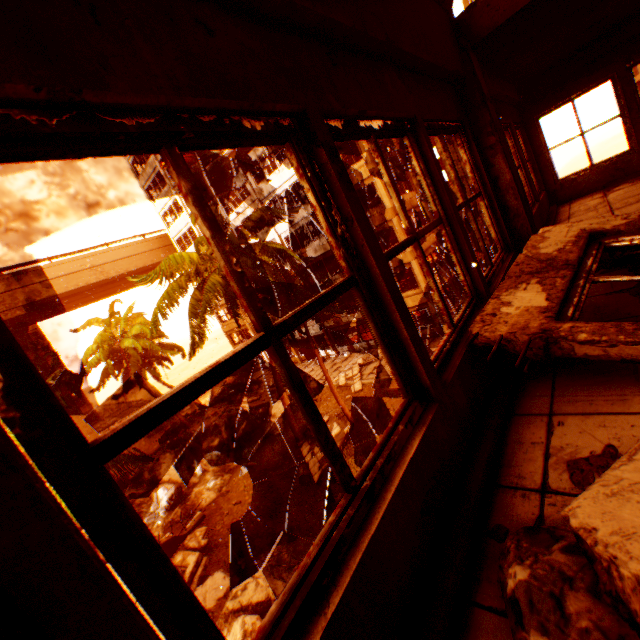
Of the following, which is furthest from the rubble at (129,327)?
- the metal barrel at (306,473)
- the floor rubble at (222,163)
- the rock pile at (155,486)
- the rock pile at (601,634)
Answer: the rock pile at (601,634)

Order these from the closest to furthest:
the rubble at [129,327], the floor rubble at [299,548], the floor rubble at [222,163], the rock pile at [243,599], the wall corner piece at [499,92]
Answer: the wall corner piece at [499,92] → the rock pile at [243,599] → the floor rubble at [299,548] → the rubble at [129,327] → the floor rubble at [222,163]

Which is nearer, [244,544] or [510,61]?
[510,61]

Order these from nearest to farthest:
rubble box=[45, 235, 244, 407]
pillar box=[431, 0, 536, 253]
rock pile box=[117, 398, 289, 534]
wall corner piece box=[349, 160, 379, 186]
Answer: pillar box=[431, 0, 536, 253], rubble box=[45, 235, 244, 407], rock pile box=[117, 398, 289, 534], wall corner piece box=[349, 160, 379, 186]

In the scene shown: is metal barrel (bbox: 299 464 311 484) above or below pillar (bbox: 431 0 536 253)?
below

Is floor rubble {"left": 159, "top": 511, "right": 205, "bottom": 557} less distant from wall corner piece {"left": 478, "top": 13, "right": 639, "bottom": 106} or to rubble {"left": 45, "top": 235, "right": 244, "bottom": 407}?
rubble {"left": 45, "top": 235, "right": 244, "bottom": 407}

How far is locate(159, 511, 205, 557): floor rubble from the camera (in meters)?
12.77

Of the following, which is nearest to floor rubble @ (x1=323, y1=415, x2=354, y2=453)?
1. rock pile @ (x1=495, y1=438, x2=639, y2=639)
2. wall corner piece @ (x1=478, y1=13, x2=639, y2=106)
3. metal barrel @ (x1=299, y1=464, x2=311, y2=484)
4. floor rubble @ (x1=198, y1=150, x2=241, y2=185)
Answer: metal barrel @ (x1=299, y1=464, x2=311, y2=484)
